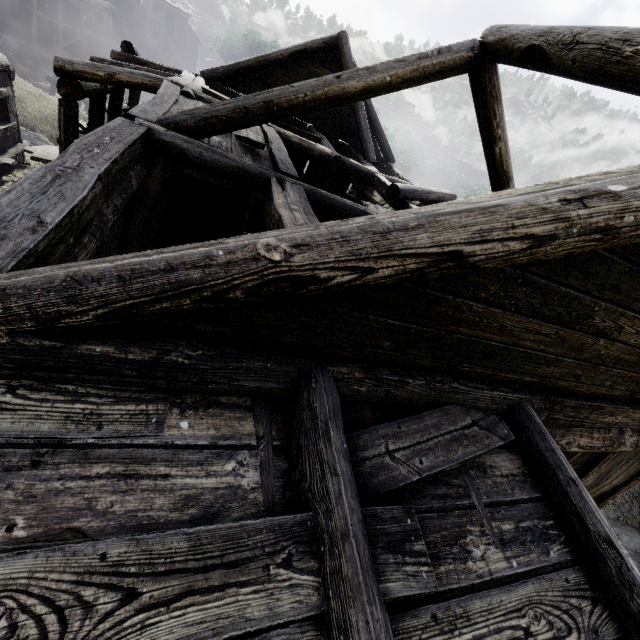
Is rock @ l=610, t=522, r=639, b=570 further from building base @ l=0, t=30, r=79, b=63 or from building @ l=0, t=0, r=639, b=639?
building base @ l=0, t=30, r=79, b=63

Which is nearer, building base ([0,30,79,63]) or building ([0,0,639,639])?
building ([0,0,639,639])

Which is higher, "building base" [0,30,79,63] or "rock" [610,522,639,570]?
"rock" [610,522,639,570]

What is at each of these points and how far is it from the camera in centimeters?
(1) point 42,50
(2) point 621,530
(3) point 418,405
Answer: (1) building base, 3200cm
(2) rock, 1084cm
(3) building, 266cm

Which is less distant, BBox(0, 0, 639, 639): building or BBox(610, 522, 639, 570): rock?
BBox(0, 0, 639, 639): building

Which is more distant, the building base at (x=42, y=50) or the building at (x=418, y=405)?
the building base at (x=42, y=50)

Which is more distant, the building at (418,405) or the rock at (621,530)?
the rock at (621,530)
